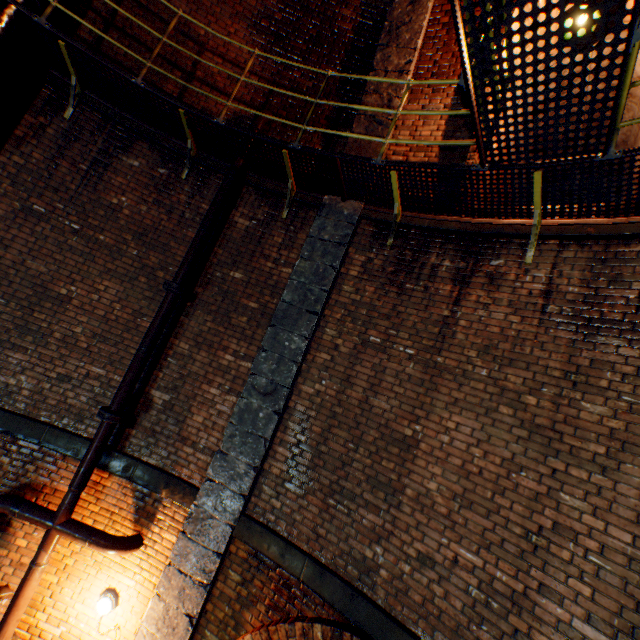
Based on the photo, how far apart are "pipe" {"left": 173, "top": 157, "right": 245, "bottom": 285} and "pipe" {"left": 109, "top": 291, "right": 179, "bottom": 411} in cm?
15

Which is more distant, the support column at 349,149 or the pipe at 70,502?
the support column at 349,149

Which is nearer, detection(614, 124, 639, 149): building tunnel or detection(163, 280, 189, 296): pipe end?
detection(163, 280, 189, 296): pipe end

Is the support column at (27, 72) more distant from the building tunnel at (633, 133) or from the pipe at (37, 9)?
the building tunnel at (633, 133)

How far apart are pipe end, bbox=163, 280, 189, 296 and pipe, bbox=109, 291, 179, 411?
0.0 meters

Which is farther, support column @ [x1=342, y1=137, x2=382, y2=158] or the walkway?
support column @ [x1=342, y1=137, x2=382, y2=158]

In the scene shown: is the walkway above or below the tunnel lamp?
above

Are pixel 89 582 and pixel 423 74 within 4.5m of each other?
no
